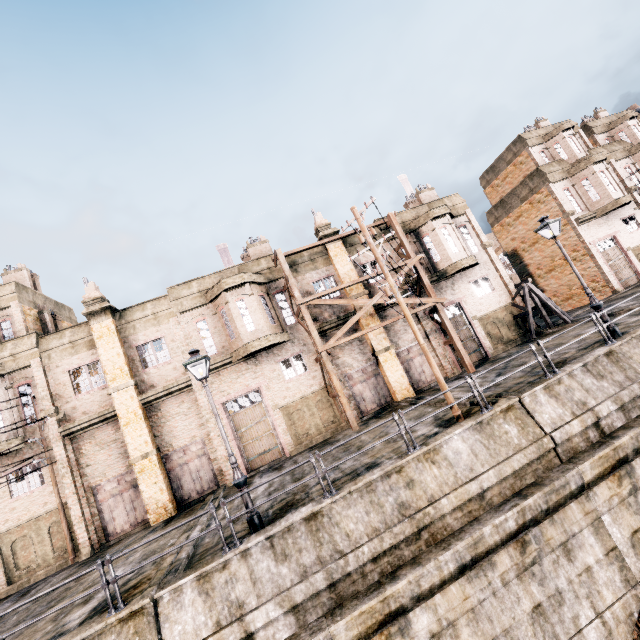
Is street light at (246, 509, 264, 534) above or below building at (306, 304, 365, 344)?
below

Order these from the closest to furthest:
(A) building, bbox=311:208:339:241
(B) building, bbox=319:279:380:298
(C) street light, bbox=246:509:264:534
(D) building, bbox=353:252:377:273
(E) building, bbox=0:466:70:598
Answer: (C) street light, bbox=246:509:264:534 → (E) building, bbox=0:466:70:598 → (B) building, bbox=319:279:380:298 → (A) building, bbox=311:208:339:241 → (D) building, bbox=353:252:377:273

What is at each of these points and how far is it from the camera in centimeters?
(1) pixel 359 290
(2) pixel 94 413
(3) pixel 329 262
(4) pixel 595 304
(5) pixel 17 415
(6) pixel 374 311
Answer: (1) building, 2192cm
(2) building, 1812cm
(3) building, 2256cm
(4) street light, 1330cm
(5) building, 1750cm
(6) building, 2170cm

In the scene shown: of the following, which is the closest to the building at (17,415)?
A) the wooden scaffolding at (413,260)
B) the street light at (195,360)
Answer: the wooden scaffolding at (413,260)

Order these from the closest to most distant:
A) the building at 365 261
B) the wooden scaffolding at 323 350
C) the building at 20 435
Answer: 1. the building at 20 435
2. the wooden scaffolding at 323 350
3. the building at 365 261

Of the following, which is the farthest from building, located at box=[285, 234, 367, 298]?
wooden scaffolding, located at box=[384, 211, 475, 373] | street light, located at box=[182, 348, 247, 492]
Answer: street light, located at box=[182, 348, 247, 492]

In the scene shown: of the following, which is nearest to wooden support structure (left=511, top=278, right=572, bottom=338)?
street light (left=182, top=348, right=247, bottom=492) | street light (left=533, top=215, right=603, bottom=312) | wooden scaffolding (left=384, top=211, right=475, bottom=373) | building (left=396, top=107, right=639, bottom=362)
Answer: building (left=396, top=107, right=639, bottom=362)
